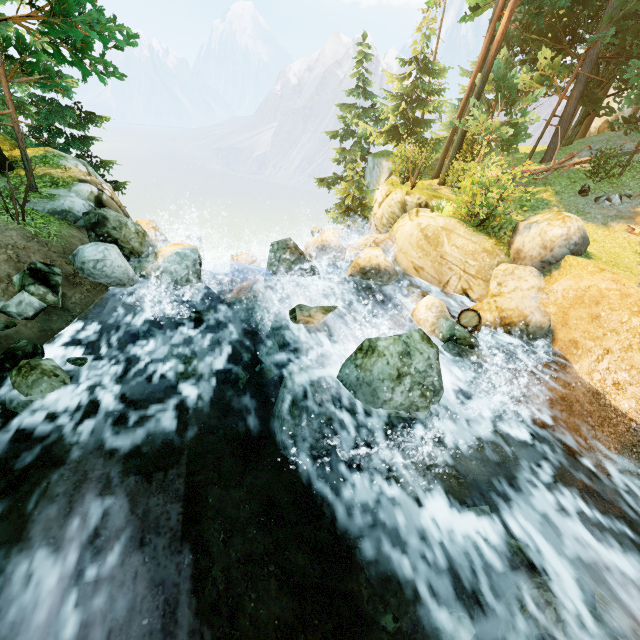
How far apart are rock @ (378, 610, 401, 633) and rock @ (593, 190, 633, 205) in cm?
1835

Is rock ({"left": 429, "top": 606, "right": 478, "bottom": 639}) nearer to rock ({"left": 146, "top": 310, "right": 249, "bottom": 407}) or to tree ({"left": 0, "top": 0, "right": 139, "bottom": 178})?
rock ({"left": 146, "top": 310, "right": 249, "bottom": 407})

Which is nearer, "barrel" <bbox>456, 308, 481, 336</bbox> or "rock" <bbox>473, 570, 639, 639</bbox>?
"rock" <bbox>473, 570, 639, 639</bbox>

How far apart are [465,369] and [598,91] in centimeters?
2423cm

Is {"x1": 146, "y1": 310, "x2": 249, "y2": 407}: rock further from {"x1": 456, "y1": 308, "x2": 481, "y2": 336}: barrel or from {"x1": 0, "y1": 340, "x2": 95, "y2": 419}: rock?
{"x1": 0, "y1": 340, "x2": 95, "y2": 419}: rock

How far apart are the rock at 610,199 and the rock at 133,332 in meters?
19.3 m

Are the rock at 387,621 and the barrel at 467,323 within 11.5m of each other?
yes

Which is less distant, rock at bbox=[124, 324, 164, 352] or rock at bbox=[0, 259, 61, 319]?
rock at bbox=[0, 259, 61, 319]
